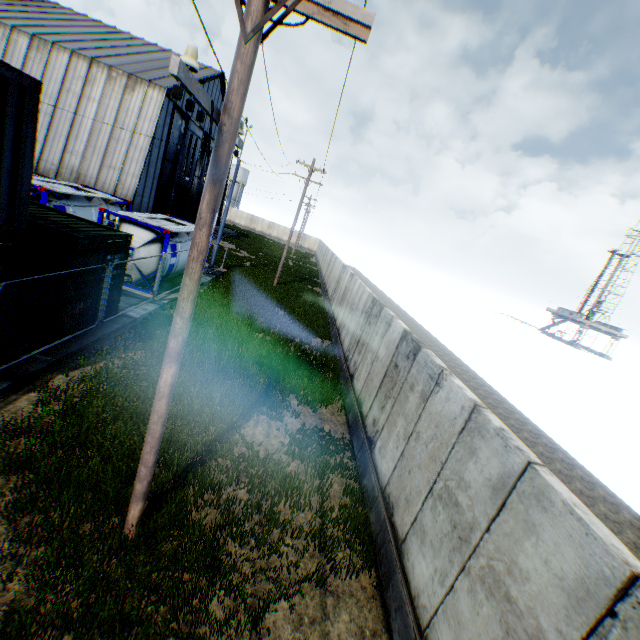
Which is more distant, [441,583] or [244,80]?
[441,583]

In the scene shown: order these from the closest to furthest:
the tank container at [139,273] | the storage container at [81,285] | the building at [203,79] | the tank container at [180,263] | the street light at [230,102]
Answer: the street light at [230,102] → the storage container at [81,285] → the tank container at [139,273] → the tank container at [180,263] → the building at [203,79]

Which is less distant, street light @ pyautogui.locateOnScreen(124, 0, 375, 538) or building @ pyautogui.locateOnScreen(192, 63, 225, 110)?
street light @ pyautogui.locateOnScreen(124, 0, 375, 538)

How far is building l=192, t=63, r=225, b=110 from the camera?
31.3m

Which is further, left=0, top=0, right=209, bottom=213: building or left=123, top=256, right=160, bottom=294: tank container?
left=0, top=0, right=209, bottom=213: building

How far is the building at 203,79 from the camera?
31.25m

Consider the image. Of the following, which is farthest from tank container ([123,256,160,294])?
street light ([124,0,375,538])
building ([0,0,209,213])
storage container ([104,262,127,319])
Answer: street light ([124,0,375,538])

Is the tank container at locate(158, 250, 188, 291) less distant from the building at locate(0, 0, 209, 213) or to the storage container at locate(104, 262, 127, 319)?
the storage container at locate(104, 262, 127, 319)
